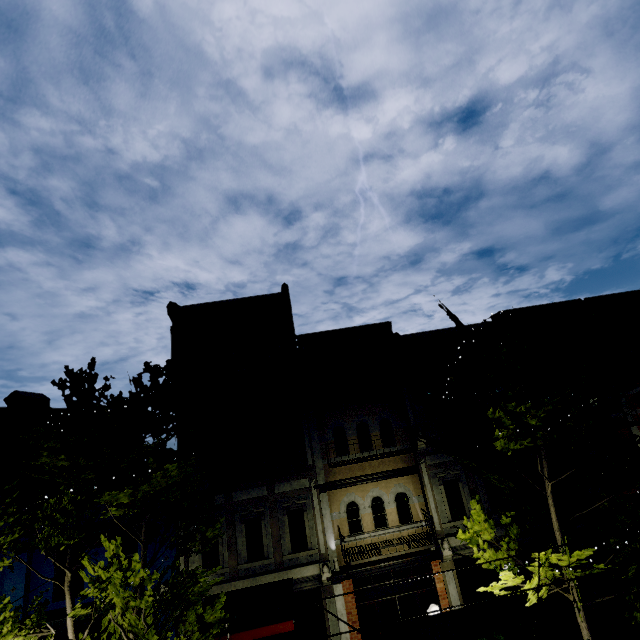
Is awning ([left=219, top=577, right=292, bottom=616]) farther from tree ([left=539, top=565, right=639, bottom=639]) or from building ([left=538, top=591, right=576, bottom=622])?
tree ([left=539, top=565, right=639, bottom=639])

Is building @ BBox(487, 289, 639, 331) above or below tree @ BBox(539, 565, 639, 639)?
above

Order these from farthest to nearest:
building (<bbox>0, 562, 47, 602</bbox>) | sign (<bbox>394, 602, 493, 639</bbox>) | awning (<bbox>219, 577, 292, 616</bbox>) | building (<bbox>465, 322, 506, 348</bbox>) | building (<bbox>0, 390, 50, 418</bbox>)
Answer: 1. building (<bbox>465, 322, 506, 348</bbox>)
2. building (<bbox>0, 390, 50, 418</bbox>)
3. building (<bbox>0, 562, 47, 602</bbox>)
4. awning (<bbox>219, 577, 292, 616</bbox>)
5. sign (<bbox>394, 602, 493, 639</bbox>)

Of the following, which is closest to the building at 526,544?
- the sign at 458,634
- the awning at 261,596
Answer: the awning at 261,596

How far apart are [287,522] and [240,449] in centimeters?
325cm

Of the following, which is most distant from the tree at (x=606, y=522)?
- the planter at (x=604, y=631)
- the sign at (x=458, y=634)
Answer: the planter at (x=604, y=631)

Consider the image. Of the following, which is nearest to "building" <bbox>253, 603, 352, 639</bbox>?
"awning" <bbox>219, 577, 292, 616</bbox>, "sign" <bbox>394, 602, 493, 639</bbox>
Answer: "awning" <bbox>219, 577, 292, 616</bbox>
